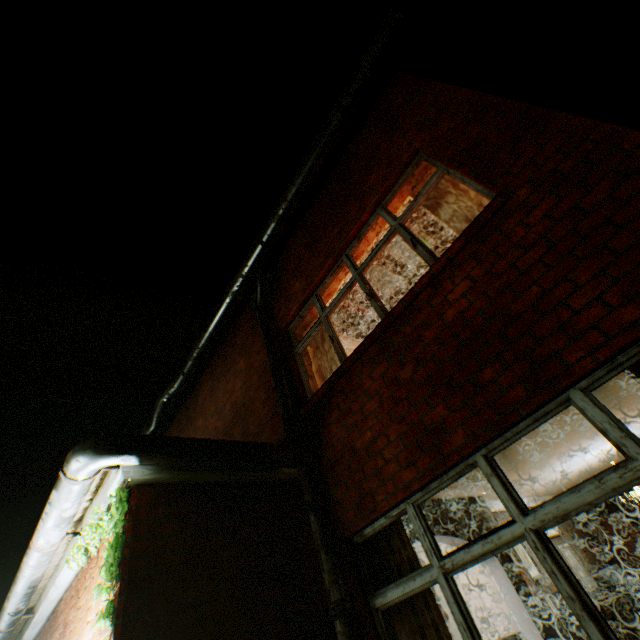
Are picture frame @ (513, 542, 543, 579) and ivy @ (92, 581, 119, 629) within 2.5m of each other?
no

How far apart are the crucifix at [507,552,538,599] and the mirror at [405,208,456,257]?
4.64m

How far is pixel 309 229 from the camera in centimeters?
607cm

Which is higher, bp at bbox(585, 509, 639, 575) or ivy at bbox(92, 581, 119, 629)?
ivy at bbox(92, 581, 119, 629)

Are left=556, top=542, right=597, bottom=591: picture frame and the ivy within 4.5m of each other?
no

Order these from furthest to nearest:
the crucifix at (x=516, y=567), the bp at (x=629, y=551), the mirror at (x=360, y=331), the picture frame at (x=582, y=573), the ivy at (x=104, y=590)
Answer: the bp at (x=629, y=551) → the picture frame at (x=582, y=573) → the mirror at (x=360, y=331) → the crucifix at (x=516, y=567) → the ivy at (x=104, y=590)

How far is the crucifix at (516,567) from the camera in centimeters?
516cm

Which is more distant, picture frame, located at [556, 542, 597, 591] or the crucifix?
picture frame, located at [556, 542, 597, 591]
